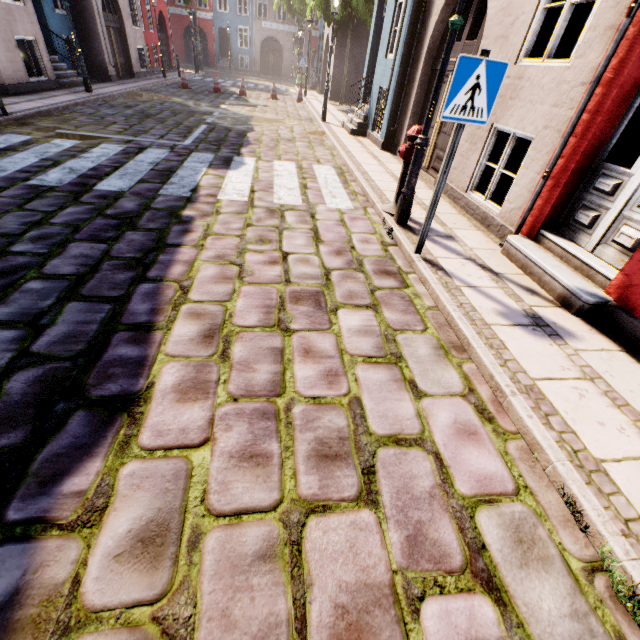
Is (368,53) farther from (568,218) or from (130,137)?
(568,218)

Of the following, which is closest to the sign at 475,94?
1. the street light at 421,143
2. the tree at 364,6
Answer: the street light at 421,143

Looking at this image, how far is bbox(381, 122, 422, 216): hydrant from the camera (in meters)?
4.44

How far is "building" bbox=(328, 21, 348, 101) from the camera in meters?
18.2

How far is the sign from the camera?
2.83m

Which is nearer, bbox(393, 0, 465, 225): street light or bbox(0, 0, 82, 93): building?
bbox(393, 0, 465, 225): street light

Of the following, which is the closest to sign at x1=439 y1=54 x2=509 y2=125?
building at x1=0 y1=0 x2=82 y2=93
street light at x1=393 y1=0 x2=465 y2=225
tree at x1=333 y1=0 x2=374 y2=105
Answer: street light at x1=393 y1=0 x2=465 y2=225

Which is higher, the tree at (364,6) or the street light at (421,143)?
the tree at (364,6)
